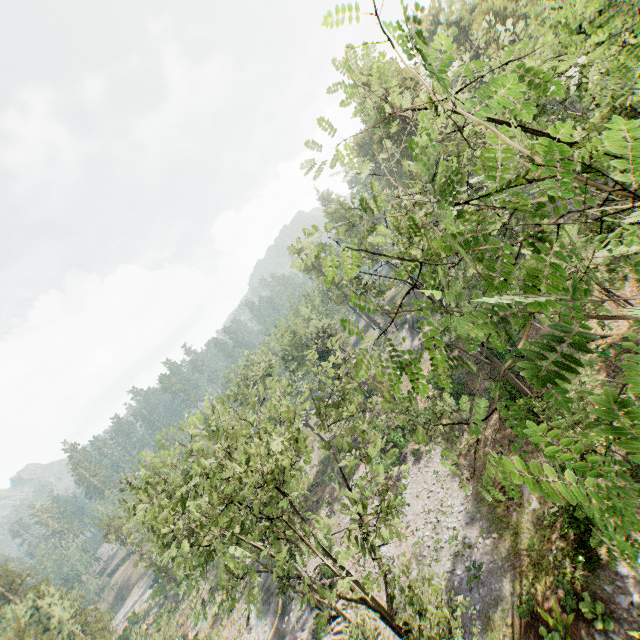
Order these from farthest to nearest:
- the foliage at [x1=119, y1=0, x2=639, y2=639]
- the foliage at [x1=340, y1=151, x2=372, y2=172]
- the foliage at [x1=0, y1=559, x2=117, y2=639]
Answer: the foliage at [x1=0, y1=559, x2=117, y2=639], the foliage at [x1=340, y1=151, x2=372, y2=172], the foliage at [x1=119, y1=0, x2=639, y2=639]

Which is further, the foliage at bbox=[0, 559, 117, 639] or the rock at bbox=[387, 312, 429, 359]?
the rock at bbox=[387, 312, 429, 359]

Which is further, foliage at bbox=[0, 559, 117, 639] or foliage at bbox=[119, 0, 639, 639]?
foliage at bbox=[0, 559, 117, 639]

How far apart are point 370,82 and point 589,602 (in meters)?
55.66

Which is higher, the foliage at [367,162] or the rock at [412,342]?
the foliage at [367,162]

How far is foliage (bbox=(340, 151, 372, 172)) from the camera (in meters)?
3.75

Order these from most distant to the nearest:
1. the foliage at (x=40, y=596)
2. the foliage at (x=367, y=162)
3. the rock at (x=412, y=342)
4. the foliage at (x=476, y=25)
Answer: the rock at (x=412, y=342)
the foliage at (x=40, y=596)
the foliage at (x=367, y=162)
the foliage at (x=476, y=25)
